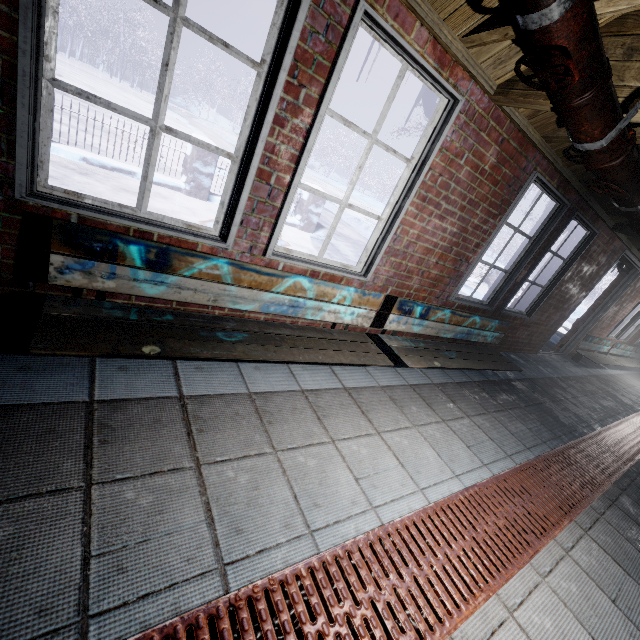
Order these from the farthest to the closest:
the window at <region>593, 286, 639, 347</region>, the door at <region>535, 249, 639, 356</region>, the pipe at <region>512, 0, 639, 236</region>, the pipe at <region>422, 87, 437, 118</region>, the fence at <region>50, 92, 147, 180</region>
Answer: the window at <region>593, 286, 639, 347</region>
the door at <region>535, 249, 639, 356</region>
the fence at <region>50, 92, 147, 180</region>
the pipe at <region>422, 87, 437, 118</region>
the pipe at <region>512, 0, 639, 236</region>

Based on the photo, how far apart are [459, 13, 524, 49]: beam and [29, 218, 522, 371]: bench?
1.5 meters

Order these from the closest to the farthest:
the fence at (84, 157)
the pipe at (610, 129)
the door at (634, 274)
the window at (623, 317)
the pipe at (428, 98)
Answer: the pipe at (610, 129) < the pipe at (428, 98) < the fence at (84, 157) < the door at (634, 274) < the window at (623, 317)

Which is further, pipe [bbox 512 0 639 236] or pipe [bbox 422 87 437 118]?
pipe [bbox 422 87 437 118]

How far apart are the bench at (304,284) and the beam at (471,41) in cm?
151

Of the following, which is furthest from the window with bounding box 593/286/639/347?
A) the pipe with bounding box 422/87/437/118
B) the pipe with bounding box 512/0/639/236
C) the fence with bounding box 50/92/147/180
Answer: the pipe with bounding box 422/87/437/118

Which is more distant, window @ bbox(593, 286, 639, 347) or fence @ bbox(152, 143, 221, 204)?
window @ bbox(593, 286, 639, 347)

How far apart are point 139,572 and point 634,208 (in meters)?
3.28
